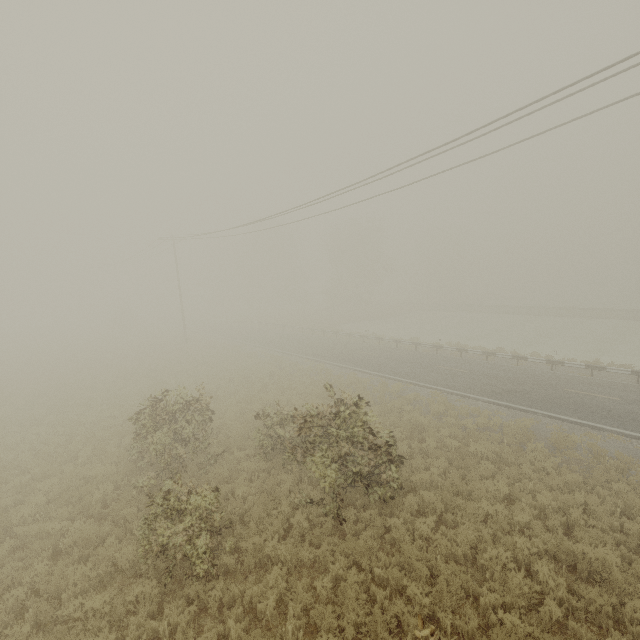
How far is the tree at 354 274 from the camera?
53.0 meters

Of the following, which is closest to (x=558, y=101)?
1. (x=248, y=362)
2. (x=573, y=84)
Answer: (x=573, y=84)

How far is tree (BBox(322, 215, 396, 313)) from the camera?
53.0m
